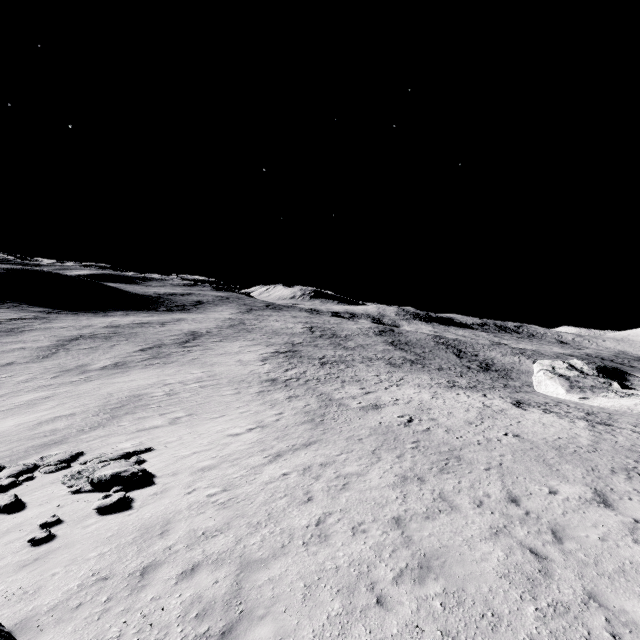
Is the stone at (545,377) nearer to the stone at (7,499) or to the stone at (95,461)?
the stone at (95,461)

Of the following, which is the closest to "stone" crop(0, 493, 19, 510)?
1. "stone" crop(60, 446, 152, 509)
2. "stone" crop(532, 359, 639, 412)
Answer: "stone" crop(60, 446, 152, 509)

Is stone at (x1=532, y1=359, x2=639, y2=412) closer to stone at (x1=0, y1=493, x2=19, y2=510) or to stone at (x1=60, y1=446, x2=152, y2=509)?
stone at (x1=60, y1=446, x2=152, y2=509)

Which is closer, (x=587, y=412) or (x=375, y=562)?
(x=375, y=562)

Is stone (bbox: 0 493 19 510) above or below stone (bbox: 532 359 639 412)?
below

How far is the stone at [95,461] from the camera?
10.6m
